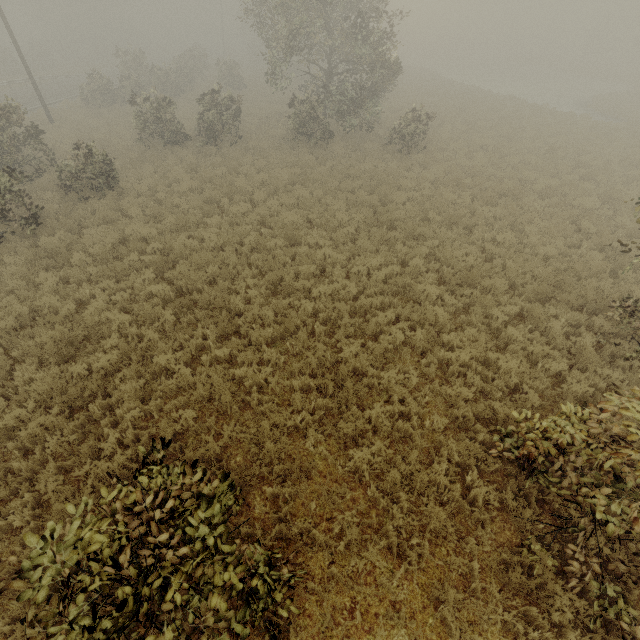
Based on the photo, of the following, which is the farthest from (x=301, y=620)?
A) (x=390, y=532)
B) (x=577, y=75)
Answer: (x=577, y=75)
